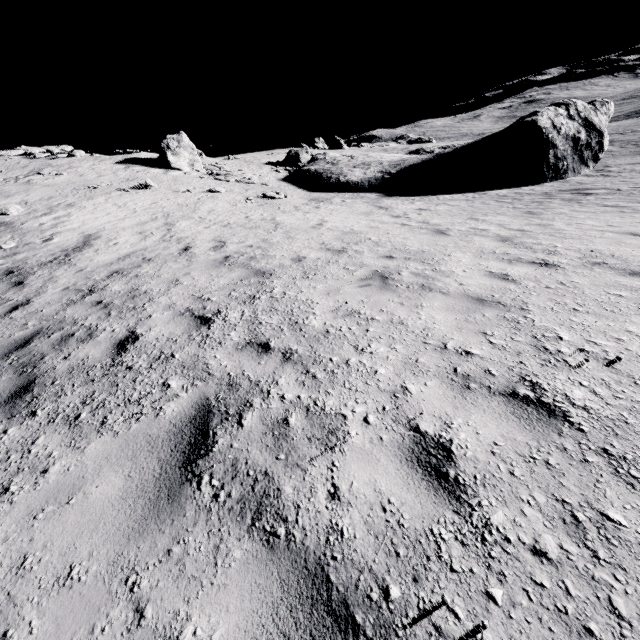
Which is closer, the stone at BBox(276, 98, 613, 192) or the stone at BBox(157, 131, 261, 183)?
the stone at BBox(276, 98, 613, 192)

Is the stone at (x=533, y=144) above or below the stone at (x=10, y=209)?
below

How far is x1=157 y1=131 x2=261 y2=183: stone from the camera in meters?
27.0 m

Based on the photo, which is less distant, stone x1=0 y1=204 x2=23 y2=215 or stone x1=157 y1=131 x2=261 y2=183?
stone x1=0 y1=204 x2=23 y2=215

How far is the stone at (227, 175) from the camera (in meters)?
27.03

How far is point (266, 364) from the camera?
3.59m
